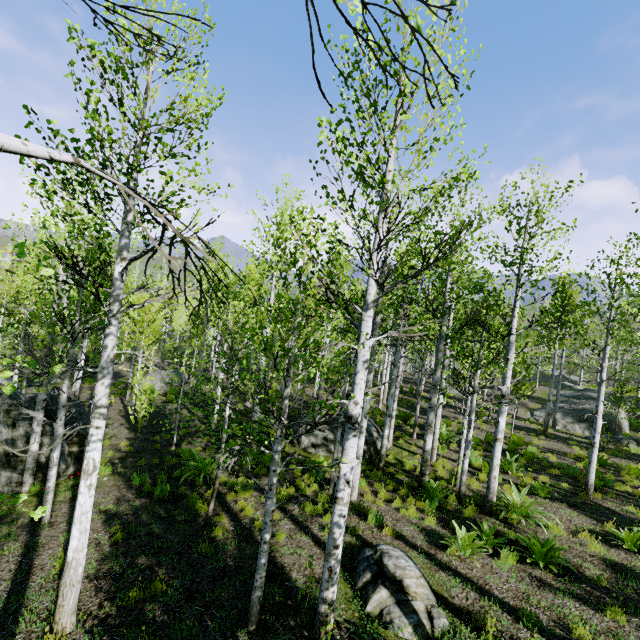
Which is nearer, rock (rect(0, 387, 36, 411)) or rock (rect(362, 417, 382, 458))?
rock (rect(0, 387, 36, 411))

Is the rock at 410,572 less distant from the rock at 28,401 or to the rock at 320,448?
the rock at 320,448

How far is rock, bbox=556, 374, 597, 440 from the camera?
23.52m

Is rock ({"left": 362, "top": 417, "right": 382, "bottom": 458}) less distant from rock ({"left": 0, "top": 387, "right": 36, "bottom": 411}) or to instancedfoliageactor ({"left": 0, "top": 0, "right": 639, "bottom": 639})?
rock ({"left": 0, "top": 387, "right": 36, "bottom": 411})

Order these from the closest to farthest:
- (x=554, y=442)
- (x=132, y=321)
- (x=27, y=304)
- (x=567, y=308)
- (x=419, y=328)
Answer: (x=554, y=442) < (x=27, y=304) < (x=132, y=321) < (x=567, y=308) < (x=419, y=328)

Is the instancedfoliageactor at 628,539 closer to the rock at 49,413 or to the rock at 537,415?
the rock at 49,413

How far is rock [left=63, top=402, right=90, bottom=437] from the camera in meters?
11.1
